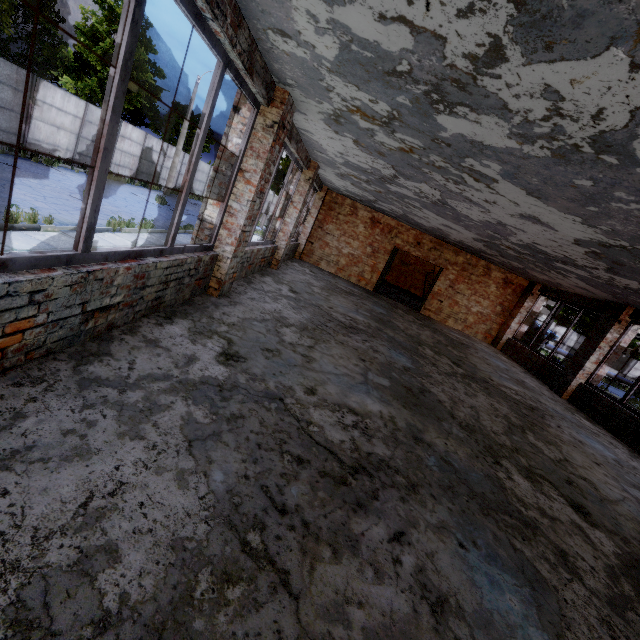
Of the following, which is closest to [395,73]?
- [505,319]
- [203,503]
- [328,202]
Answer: [203,503]
